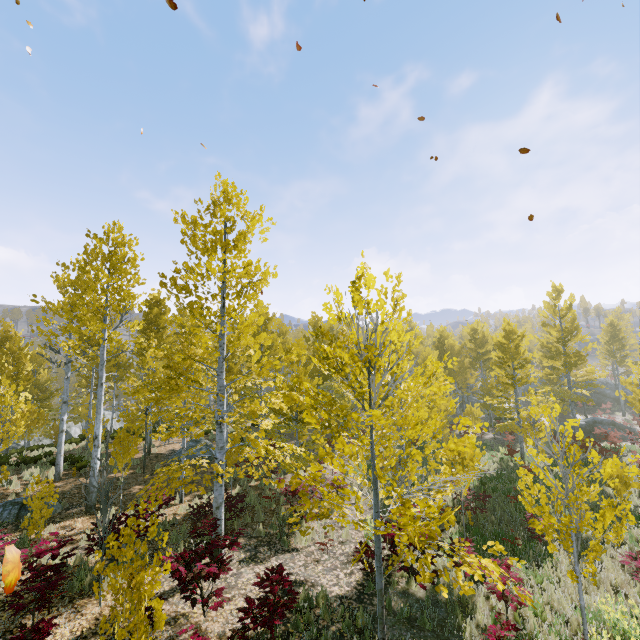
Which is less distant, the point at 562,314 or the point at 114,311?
the point at 114,311

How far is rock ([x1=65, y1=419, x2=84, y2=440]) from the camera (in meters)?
34.69

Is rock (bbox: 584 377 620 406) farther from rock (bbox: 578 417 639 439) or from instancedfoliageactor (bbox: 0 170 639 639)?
rock (bbox: 578 417 639 439)

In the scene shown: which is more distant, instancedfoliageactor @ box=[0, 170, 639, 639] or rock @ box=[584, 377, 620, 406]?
rock @ box=[584, 377, 620, 406]

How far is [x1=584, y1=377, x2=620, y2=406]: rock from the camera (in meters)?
39.09

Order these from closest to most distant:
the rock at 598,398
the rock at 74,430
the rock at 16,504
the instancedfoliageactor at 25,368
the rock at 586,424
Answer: Result: the instancedfoliageactor at 25,368 → the rock at 16,504 → the rock at 586,424 → the rock at 74,430 → the rock at 598,398

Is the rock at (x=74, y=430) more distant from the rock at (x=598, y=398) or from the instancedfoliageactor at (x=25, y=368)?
the rock at (x=598, y=398)
